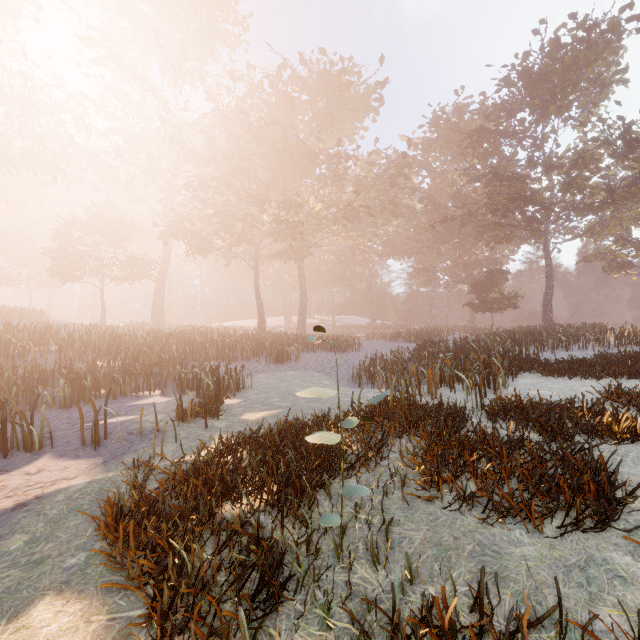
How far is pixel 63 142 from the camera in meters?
28.2
